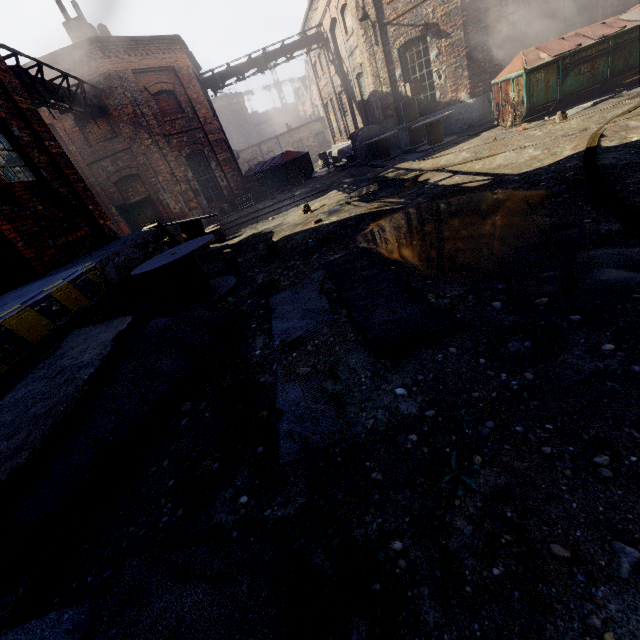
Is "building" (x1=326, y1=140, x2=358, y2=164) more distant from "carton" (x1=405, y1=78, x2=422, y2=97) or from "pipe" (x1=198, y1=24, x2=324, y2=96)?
"pipe" (x1=198, y1=24, x2=324, y2=96)

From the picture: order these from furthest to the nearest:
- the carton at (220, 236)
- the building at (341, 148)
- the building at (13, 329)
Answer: the building at (341, 148) → the carton at (220, 236) → the building at (13, 329)

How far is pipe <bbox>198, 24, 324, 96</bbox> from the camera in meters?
18.8

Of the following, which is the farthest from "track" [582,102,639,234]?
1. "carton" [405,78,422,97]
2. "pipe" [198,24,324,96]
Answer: "pipe" [198,24,324,96]

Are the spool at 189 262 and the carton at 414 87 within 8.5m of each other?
no

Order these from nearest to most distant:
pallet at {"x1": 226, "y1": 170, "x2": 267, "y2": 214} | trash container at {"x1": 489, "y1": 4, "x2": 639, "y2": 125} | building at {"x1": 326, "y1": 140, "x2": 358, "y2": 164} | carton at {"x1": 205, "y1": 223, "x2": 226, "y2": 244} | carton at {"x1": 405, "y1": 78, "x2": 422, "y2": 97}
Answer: trash container at {"x1": 489, "y1": 4, "x2": 639, "y2": 125} → carton at {"x1": 205, "y1": 223, "x2": 226, "y2": 244} → carton at {"x1": 405, "y1": 78, "x2": 422, "y2": 97} → pallet at {"x1": 226, "y1": 170, "x2": 267, "y2": 214} → building at {"x1": 326, "y1": 140, "x2": 358, "y2": 164}

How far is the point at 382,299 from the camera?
3.6m

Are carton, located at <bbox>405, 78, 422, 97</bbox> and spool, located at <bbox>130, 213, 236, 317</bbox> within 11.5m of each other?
no
